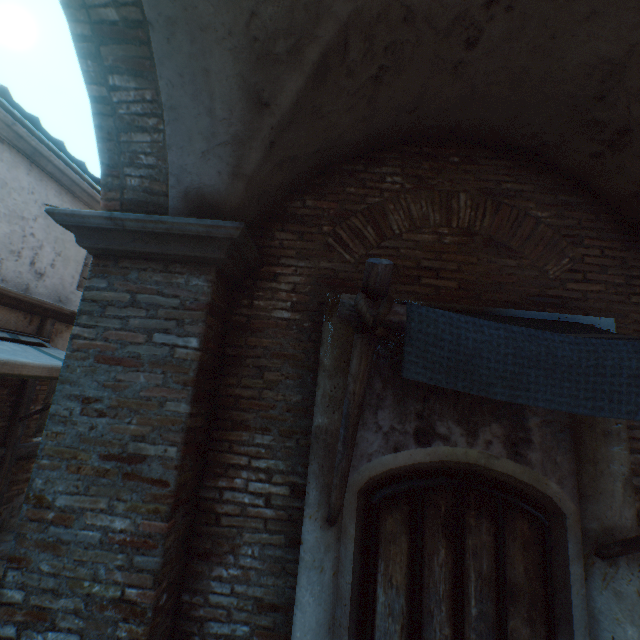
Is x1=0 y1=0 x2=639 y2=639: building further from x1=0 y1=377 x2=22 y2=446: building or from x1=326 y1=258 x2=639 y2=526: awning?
x1=326 y1=258 x2=639 y2=526: awning

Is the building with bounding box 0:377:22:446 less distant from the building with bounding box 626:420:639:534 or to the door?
the building with bounding box 626:420:639:534

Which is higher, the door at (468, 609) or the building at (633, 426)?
the building at (633, 426)

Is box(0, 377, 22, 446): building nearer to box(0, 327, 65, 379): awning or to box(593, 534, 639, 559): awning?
box(0, 327, 65, 379): awning

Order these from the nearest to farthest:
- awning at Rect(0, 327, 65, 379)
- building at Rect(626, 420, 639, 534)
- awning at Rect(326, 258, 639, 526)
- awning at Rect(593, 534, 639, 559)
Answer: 1. awning at Rect(326, 258, 639, 526)
2. awning at Rect(593, 534, 639, 559)
3. building at Rect(626, 420, 639, 534)
4. awning at Rect(0, 327, 65, 379)

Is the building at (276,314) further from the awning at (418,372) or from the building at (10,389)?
the awning at (418,372)

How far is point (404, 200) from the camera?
3.17m

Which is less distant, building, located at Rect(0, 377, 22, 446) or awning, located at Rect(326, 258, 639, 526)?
awning, located at Rect(326, 258, 639, 526)
